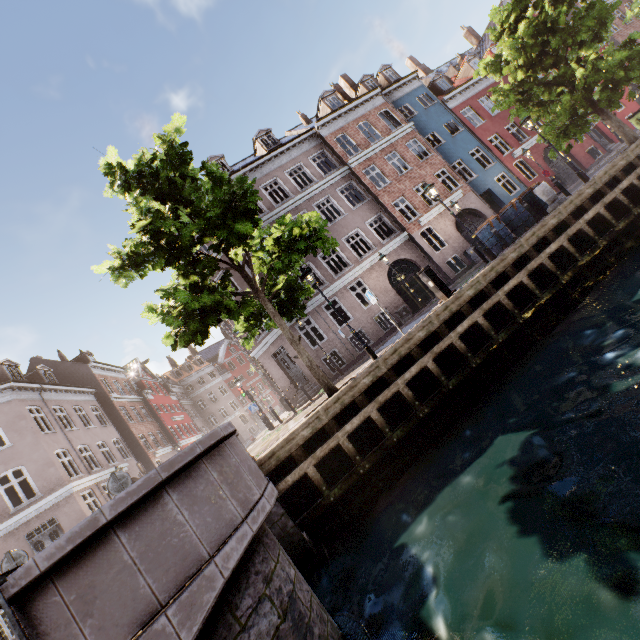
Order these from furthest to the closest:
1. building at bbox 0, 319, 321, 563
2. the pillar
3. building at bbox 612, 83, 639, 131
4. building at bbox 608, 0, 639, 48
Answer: building at bbox 608, 0, 639, 48 < building at bbox 612, 83, 639, 131 < building at bbox 0, 319, 321, 563 < the pillar

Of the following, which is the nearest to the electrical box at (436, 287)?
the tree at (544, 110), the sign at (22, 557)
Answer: the tree at (544, 110)

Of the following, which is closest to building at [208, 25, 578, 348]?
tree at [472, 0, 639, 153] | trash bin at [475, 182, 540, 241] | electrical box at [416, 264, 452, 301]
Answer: tree at [472, 0, 639, 153]

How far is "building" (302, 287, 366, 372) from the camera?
18.41m

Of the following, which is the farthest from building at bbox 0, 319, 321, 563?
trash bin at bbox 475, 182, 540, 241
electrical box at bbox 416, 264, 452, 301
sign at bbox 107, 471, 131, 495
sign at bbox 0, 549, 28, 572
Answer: sign at bbox 107, 471, 131, 495

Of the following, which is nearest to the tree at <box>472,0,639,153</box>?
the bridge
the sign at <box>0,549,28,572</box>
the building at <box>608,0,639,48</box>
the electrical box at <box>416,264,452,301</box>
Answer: the bridge

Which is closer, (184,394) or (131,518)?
(131,518)

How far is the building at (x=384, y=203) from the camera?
20.06m
